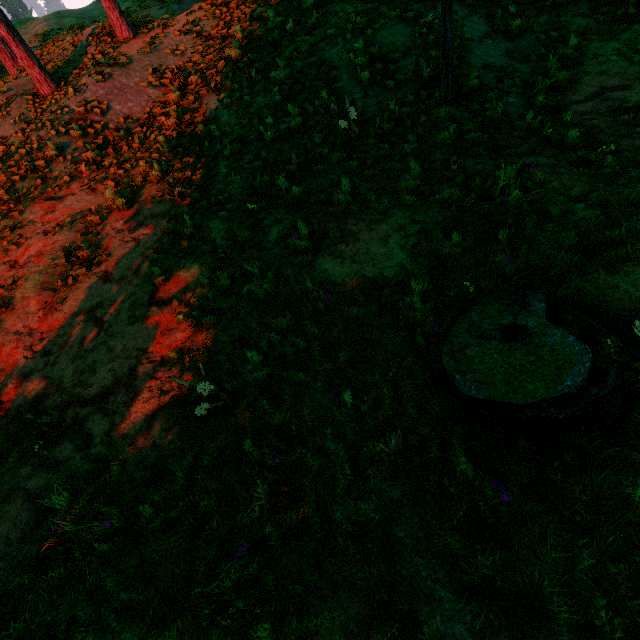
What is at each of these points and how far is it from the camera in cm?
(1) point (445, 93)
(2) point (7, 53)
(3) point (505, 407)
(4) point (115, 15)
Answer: (1) treerock, 598
(2) treerock, 1875
(3) treerock, 282
(4) treerock, 1409

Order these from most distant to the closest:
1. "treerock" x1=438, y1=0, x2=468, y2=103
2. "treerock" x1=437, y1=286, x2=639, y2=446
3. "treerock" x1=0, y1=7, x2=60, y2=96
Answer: "treerock" x1=0, y1=7, x2=60, y2=96 → "treerock" x1=438, y1=0, x2=468, y2=103 → "treerock" x1=437, y1=286, x2=639, y2=446

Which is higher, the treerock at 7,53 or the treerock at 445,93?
the treerock at 7,53

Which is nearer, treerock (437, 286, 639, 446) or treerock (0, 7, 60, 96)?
treerock (437, 286, 639, 446)

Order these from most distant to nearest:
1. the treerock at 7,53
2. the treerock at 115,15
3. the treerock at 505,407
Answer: the treerock at 115,15, the treerock at 7,53, the treerock at 505,407
